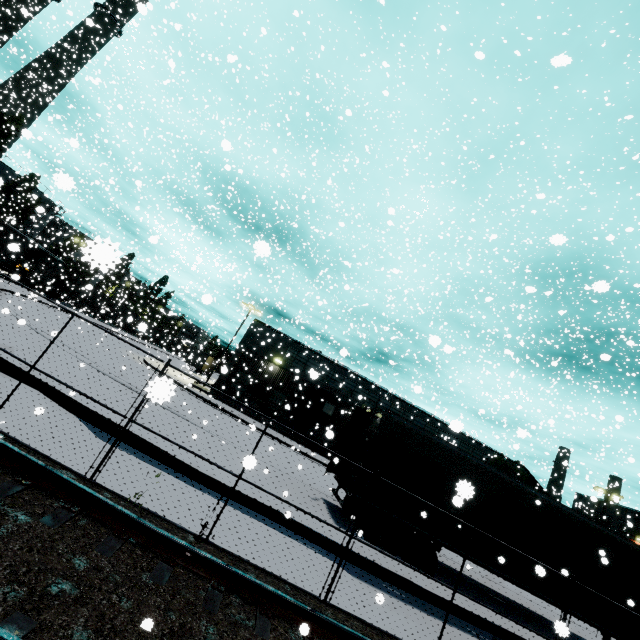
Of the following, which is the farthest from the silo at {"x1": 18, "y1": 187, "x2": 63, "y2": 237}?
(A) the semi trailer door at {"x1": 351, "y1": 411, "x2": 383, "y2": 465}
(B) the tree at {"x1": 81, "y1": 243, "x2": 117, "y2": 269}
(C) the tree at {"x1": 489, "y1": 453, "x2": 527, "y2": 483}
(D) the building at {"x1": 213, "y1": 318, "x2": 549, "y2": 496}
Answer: (C) the tree at {"x1": 489, "y1": 453, "x2": 527, "y2": 483}

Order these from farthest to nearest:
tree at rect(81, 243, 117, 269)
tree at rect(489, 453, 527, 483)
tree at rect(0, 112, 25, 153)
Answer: tree at rect(0, 112, 25, 153), tree at rect(489, 453, 527, 483), tree at rect(81, 243, 117, 269)

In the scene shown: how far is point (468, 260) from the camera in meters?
37.8 m

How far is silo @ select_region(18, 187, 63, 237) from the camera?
29.22m

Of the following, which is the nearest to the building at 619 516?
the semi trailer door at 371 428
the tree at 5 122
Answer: the semi trailer door at 371 428

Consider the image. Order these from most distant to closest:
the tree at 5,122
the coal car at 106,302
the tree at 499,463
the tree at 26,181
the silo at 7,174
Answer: the coal car at 106,302 → the tree at 26,181 → the tree at 5,122 → the tree at 499,463 → the silo at 7,174

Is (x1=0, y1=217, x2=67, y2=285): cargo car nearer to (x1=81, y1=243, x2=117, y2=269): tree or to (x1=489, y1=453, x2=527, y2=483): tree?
(x1=81, y1=243, x2=117, y2=269): tree

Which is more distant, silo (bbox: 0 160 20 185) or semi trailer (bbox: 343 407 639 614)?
silo (bbox: 0 160 20 185)
